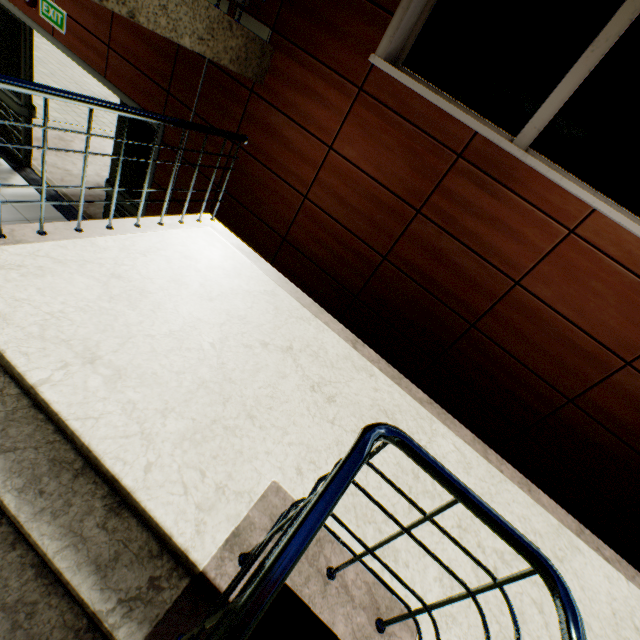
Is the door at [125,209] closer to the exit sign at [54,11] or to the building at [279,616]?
the exit sign at [54,11]

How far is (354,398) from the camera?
2.7 meters

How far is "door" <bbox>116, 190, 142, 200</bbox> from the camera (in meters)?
4.57

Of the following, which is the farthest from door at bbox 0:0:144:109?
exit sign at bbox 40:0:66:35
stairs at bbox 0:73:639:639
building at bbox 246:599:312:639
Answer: building at bbox 246:599:312:639

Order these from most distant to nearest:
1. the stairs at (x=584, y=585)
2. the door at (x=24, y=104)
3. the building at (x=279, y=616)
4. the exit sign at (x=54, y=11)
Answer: the door at (x=24, y=104)
the exit sign at (x=54, y=11)
the building at (x=279, y=616)
the stairs at (x=584, y=585)

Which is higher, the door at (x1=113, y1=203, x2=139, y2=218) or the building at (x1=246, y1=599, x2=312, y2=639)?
the building at (x1=246, y1=599, x2=312, y2=639)

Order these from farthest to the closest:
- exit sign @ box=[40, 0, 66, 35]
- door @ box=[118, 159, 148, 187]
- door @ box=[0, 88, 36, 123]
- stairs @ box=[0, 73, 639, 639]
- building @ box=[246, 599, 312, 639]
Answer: door @ box=[0, 88, 36, 123]
door @ box=[118, 159, 148, 187]
exit sign @ box=[40, 0, 66, 35]
building @ box=[246, 599, 312, 639]
stairs @ box=[0, 73, 639, 639]
